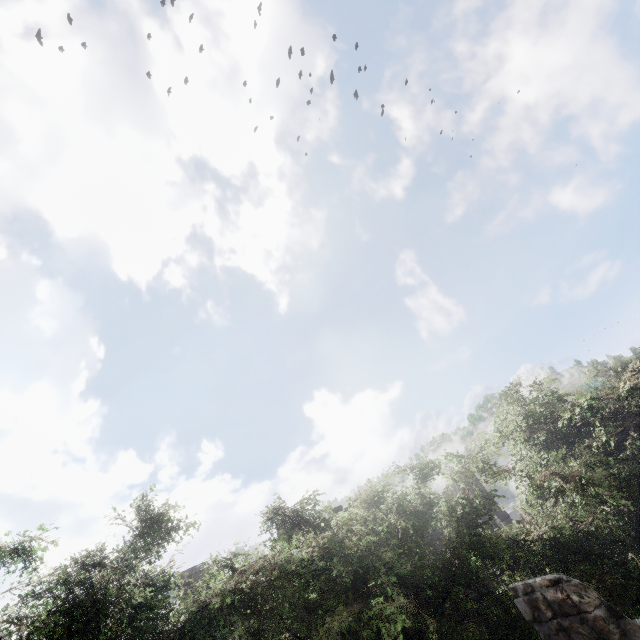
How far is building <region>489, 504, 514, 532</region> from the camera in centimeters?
2194cm

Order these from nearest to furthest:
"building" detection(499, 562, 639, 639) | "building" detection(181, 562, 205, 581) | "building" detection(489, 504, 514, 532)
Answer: "building" detection(499, 562, 639, 639)
"building" detection(181, 562, 205, 581)
"building" detection(489, 504, 514, 532)

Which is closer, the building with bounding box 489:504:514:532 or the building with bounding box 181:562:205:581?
the building with bounding box 181:562:205:581

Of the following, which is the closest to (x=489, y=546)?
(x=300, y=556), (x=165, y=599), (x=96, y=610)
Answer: (x=300, y=556)

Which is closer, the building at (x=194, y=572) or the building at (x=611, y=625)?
the building at (x=611, y=625)
